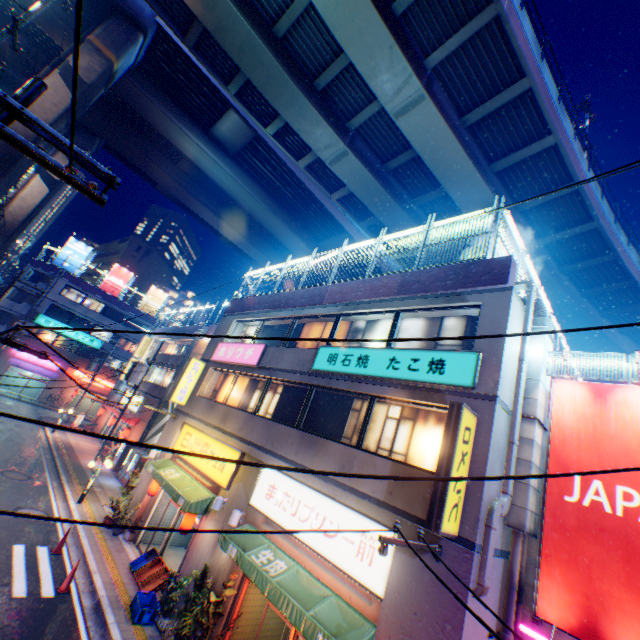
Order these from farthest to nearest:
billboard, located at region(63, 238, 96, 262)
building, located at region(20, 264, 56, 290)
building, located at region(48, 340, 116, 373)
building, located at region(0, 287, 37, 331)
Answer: billboard, located at region(63, 238, 96, 262)
building, located at region(48, 340, 116, 373)
building, located at region(20, 264, 56, 290)
building, located at region(0, 287, 37, 331)

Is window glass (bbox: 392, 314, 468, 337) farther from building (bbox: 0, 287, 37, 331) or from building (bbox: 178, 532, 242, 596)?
building (bbox: 0, 287, 37, 331)

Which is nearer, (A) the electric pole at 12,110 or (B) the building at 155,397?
(A) the electric pole at 12,110

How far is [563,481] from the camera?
7.0 meters

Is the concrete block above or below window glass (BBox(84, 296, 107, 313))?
below

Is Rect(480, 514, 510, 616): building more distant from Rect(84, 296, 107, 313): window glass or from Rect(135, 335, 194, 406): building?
Rect(84, 296, 107, 313): window glass

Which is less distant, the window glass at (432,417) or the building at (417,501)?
the building at (417,501)

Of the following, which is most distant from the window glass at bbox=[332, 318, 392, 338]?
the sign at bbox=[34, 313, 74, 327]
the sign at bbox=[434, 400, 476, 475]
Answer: the sign at bbox=[34, 313, 74, 327]
